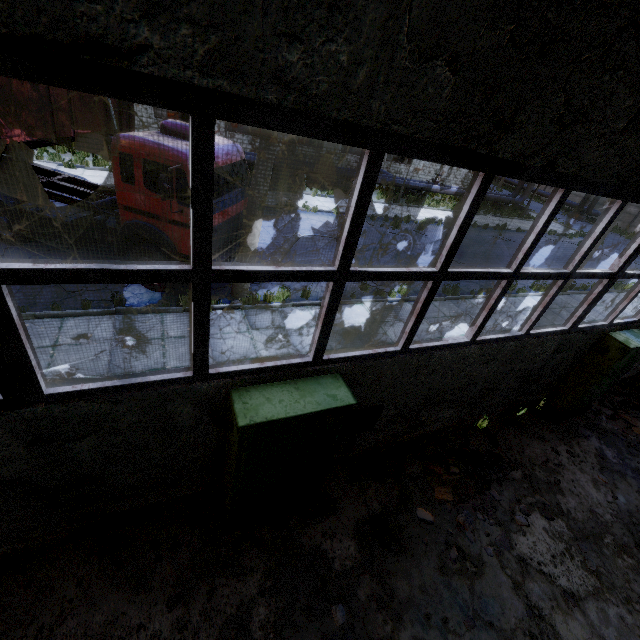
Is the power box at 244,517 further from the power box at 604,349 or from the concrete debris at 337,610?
the power box at 604,349

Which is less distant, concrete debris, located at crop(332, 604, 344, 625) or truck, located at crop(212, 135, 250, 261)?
concrete debris, located at crop(332, 604, 344, 625)

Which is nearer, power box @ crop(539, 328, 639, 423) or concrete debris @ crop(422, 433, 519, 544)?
concrete debris @ crop(422, 433, 519, 544)

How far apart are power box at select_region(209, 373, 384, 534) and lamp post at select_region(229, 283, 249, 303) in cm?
540

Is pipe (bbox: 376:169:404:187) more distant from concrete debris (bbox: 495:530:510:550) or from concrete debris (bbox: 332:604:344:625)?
concrete debris (bbox: 495:530:510:550)

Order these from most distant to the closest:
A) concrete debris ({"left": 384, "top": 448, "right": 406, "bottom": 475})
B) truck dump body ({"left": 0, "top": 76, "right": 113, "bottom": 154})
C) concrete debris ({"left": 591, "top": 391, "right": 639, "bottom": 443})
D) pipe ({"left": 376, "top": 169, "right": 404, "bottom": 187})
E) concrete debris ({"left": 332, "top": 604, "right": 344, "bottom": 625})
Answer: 1. pipe ({"left": 376, "top": 169, "right": 404, "bottom": 187})
2. concrete debris ({"left": 591, "top": 391, "right": 639, "bottom": 443})
3. truck dump body ({"left": 0, "top": 76, "right": 113, "bottom": 154})
4. concrete debris ({"left": 384, "top": 448, "right": 406, "bottom": 475})
5. concrete debris ({"left": 332, "top": 604, "right": 344, "bottom": 625})

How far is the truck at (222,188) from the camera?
7.7m

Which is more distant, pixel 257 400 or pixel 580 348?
pixel 580 348
